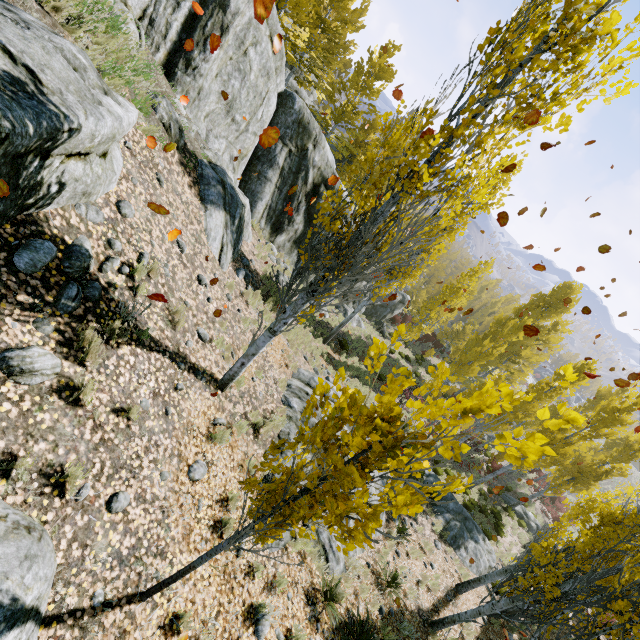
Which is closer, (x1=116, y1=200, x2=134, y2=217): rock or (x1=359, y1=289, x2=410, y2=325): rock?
(x1=116, y1=200, x2=134, y2=217): rock

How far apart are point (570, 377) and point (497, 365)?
31.51m

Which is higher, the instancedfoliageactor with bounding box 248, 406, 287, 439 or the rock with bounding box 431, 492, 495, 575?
the instancedfoliageactor with bounding box 248, 406, 287, 439

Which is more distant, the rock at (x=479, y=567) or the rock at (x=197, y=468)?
the rock at (x=479, y=567)

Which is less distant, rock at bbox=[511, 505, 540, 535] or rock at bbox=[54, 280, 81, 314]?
rock at bbox=[54, 280, 81, 314]

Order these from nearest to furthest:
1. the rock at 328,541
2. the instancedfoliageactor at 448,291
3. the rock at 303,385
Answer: the instancedfoliageactor at 448,291, the rock at 328,541, the rock at 303,385

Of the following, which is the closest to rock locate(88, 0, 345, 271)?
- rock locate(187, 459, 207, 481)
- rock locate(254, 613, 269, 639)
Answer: rock locate(254, 613, 269, 639)

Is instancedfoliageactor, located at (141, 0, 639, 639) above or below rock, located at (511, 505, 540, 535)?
above
